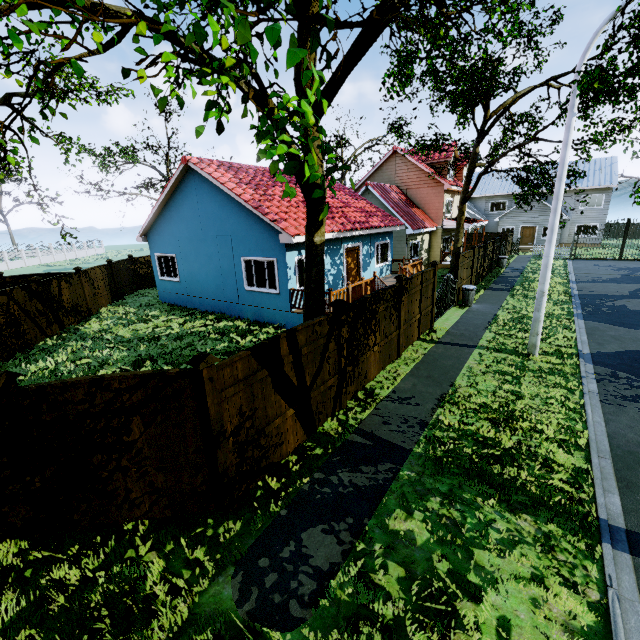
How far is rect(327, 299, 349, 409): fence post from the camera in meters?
6.7

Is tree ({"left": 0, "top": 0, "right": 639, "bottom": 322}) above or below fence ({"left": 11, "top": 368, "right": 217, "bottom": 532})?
above

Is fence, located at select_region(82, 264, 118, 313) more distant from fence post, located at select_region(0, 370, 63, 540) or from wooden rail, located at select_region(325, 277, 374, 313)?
wooden rail, located at select_region(325, 277, 374, 313)

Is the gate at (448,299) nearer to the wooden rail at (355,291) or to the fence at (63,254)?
the fence at (63,254)

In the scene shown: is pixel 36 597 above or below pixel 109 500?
below

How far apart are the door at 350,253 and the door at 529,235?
29.5m

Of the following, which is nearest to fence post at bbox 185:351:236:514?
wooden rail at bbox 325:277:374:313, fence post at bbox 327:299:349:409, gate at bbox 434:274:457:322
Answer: fence post at bbox 327:299:349:409

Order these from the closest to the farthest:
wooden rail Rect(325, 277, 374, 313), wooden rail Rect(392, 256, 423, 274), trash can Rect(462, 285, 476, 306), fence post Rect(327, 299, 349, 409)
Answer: fence post Rect(327, 299, 349, 409) → wooden rail Rect(325, 277, 374, 313) → trash can Rect(462, 285, 476, 306) → wooden rail Rect(392, 256, 423, 274)
